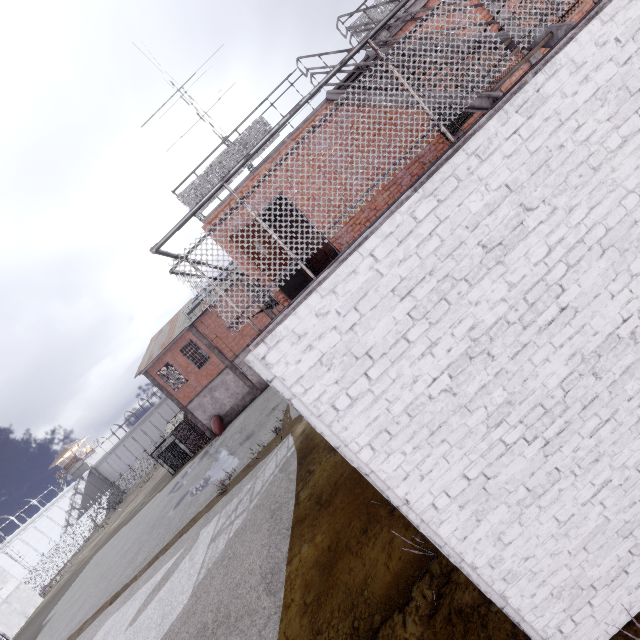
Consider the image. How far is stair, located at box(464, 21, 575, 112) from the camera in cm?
445

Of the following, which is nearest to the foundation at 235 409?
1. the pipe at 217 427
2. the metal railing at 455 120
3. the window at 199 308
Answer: the pipe at 217 427

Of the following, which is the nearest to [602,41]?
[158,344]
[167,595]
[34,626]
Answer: [167,595]

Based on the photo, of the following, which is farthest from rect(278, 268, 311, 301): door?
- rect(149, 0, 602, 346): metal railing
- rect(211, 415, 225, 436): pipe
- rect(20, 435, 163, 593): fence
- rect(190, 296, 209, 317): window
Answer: rect(211, 415, 225, 436): pipe

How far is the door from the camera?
7.9m

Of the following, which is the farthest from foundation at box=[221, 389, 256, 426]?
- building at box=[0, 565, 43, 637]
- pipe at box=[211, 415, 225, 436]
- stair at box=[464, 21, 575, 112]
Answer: building at box=[0, 565, 43, 637]

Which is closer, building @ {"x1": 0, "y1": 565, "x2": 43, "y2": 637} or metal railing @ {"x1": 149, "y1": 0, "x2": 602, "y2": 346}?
metal railing @ {"x1": 149, "y1": 0, "x2": 602, "y2": 346}

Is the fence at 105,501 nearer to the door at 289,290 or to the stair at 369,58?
the stair at 369,58
